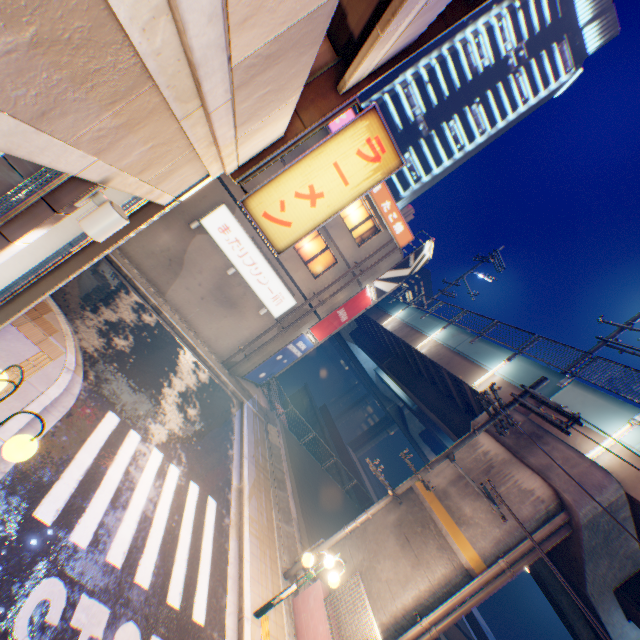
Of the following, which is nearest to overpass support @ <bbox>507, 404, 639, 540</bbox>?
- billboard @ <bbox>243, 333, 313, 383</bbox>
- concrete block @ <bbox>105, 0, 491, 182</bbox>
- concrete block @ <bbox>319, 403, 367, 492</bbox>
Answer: concrete block @ <bbox>319, 403, 367, 492</bbox>

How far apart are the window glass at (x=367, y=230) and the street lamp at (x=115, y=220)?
14.6 meters

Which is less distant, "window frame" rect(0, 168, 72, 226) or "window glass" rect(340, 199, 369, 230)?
"window frame" rect(0, 168, 72, 226)

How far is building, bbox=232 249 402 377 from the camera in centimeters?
1800cm

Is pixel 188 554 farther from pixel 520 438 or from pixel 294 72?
pixel 520 438

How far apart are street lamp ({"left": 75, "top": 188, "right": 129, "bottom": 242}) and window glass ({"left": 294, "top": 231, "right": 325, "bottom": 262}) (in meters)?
13.67

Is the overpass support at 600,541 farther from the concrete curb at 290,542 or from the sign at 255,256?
the sign at 255,256

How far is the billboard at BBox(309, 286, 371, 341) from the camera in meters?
18.9
